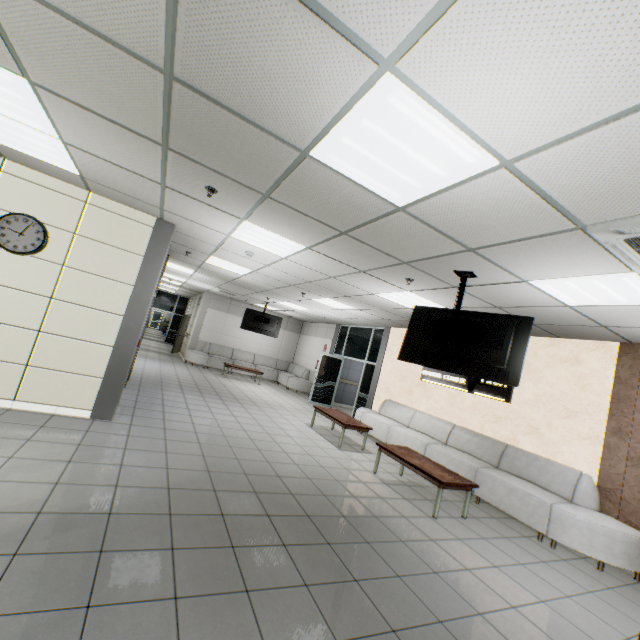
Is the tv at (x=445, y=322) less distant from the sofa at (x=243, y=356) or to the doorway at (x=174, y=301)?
the sofa at (x=243, y=356)

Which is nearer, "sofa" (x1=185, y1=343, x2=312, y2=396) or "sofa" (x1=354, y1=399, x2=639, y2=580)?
"sofa" (x1=354, y1=399, x2=639, y2=580)

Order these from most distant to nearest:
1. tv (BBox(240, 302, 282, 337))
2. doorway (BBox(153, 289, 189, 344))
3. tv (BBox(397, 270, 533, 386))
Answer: doorway (BBox(153, 289, 189, 344))
tv (BBox(240, 302, 282, 337))
tv (BBox(397, 270, 533, 386))

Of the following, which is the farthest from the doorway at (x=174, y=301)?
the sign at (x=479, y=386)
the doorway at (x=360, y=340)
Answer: the sign at (x=479, y=386)

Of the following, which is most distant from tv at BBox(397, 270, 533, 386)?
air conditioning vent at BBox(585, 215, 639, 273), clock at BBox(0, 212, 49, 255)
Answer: clock at BBox(0, 212, 49, 255)

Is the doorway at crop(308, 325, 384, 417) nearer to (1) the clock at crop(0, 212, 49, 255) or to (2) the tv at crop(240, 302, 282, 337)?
(2) the tv at crop(240, 302, 282, 337)

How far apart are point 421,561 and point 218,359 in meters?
12.0

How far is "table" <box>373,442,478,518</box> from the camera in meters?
4.6
